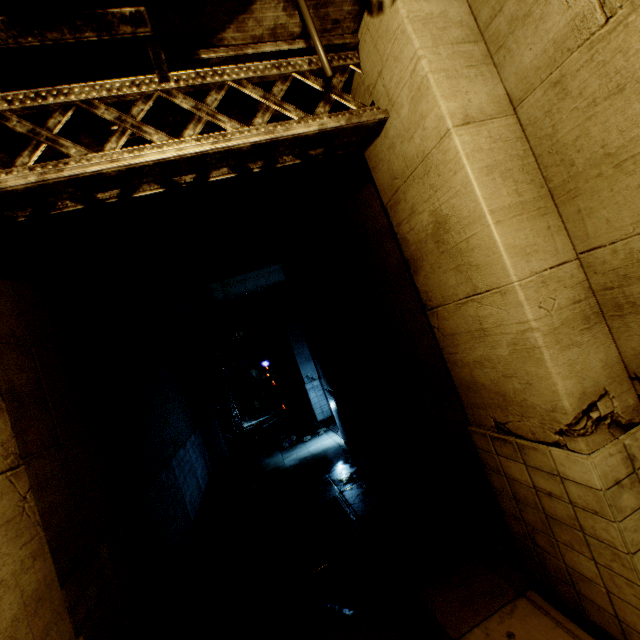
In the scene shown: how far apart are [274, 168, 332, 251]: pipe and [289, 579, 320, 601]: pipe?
6.6 meters

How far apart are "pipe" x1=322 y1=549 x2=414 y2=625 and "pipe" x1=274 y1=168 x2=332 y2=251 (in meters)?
6.21

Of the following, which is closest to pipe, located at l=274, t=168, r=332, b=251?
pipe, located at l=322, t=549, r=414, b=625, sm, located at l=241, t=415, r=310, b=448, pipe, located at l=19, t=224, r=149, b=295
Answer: pipe, located at l=19, t=224, r=149, b=295

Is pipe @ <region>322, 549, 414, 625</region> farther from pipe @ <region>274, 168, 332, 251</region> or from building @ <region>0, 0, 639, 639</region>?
pipe @ <region>274, 168, 332, 251</region>

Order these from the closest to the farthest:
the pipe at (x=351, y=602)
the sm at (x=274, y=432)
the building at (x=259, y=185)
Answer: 1. the building at (x=259, y=185)
2. the pipe at (x=351, y=602)
3. the sm at (x=274, y=432)

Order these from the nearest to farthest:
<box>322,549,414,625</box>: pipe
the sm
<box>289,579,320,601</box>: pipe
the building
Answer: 1. the building
2. <box>322,549,414,625</box>: pipe
3. <box>289,579,320,601</box>: pipe
4. the sm

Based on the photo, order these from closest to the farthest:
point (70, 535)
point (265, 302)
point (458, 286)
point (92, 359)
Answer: point (458, 286)
point (70, 535)
point (92, 359)
point (265, 302)

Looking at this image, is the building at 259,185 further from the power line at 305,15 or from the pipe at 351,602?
the pipe at 351,602
